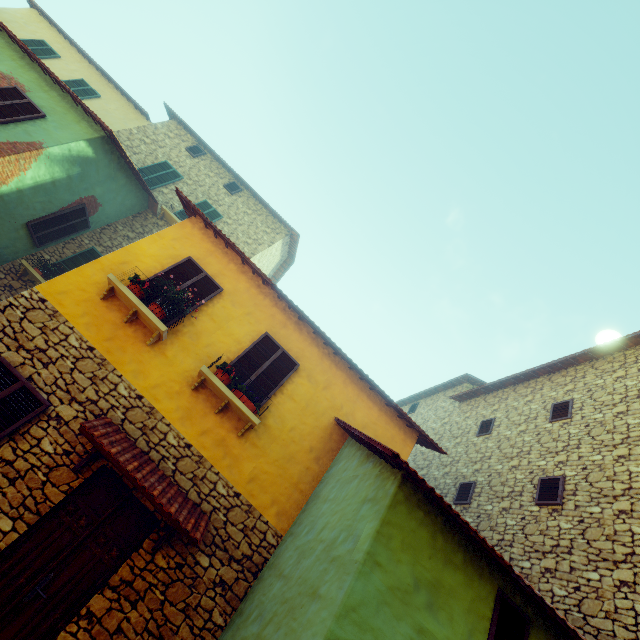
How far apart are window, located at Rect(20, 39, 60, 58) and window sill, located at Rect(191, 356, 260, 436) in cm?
1688

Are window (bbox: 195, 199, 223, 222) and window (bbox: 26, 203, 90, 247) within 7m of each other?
yes

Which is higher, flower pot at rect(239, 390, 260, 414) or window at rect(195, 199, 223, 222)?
window at rect(195, 199, 223, 222)

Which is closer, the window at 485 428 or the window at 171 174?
the window at 485 428

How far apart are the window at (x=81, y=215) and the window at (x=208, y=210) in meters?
3.1

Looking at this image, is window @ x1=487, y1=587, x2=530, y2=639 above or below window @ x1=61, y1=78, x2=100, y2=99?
below

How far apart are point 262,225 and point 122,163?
6.0m

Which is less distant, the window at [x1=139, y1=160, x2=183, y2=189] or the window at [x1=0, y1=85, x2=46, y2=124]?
the window at [x1=0, y1=85, x2=46, y2=124]
